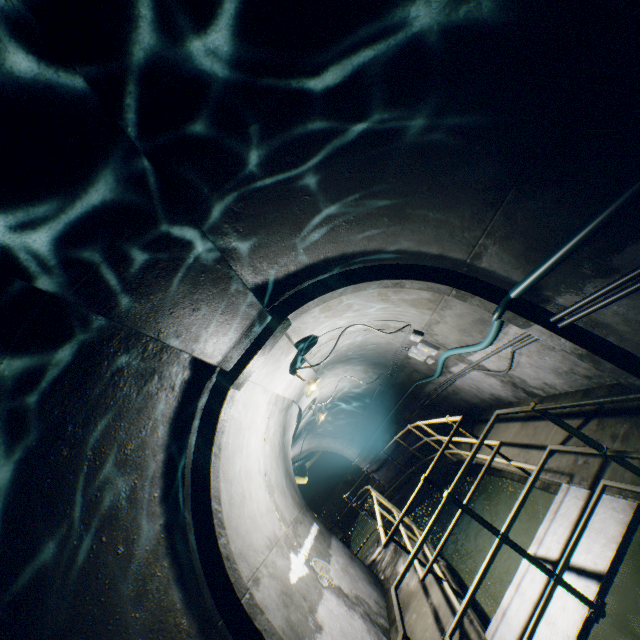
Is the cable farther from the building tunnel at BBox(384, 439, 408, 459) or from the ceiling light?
the ceiling light

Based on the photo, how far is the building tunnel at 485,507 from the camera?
6.3 meters

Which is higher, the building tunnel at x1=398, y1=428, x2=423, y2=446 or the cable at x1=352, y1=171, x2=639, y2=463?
the cable at x1=352, y1=171, x2=639, y2=463

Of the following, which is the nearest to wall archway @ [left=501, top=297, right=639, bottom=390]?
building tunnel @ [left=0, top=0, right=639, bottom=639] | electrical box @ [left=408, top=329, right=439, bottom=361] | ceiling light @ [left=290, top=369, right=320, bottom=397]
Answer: building tunnel @ [left=0, top=0, right=639, bottom=639]

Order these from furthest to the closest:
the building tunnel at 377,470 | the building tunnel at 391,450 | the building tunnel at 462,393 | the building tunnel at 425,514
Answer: the building tunnel at 377,470
the building tunnel at 391,450
the building tunnel at 425,514
the building tunnel at 462,393

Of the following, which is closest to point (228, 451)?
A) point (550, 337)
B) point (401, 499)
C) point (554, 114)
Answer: point (550, 337)

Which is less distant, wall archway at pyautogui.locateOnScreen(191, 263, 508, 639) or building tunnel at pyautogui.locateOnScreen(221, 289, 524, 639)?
wall archway at pyautogui.locateOnScreen(191, 263, 508, 639)

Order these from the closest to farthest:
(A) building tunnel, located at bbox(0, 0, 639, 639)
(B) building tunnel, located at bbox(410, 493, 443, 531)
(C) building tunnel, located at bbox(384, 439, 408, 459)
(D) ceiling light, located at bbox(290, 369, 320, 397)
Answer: (A) building tunnel, located at bbox(0, 0, 639, 639) → (D) ceiling light, located at bbox(290, 369, 320, 397) → (B) building tunnel, located at bbox(410, 493, 443, 531) → (C) building tunnel, located at bbox(384, 439, 408, 459)
